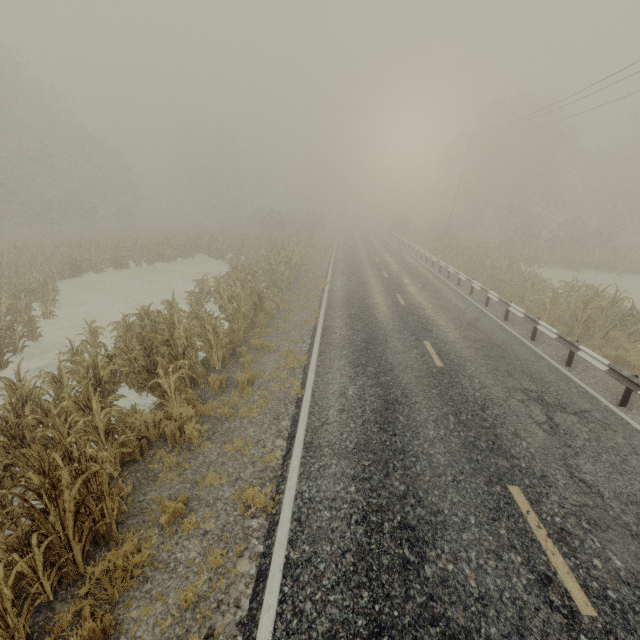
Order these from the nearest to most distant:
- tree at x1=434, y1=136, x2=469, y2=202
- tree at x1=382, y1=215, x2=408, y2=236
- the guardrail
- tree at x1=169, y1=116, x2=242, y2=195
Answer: the guardrail, tree at x1=382, y1=215, x2=408, y2=236, tree at x1=434, y1=136, x2=469, y2=202, tree at x1=169, y1=116, x2=242, y2=195

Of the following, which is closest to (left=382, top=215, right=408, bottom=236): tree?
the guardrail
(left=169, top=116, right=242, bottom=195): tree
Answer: the guardrail

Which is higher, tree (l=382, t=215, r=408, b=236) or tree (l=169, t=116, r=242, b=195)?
tree (l=169, t=116, r=242, b=195)

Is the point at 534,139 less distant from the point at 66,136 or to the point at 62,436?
the point at 62,436

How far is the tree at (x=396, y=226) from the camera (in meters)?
47.31

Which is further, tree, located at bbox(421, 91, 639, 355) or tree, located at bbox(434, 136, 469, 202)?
tree, located at bbox(434, 136, 469, 202)

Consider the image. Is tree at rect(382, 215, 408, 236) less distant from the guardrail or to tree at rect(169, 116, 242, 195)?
the guardrail

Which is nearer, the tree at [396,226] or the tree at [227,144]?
the tree at [396,226]
